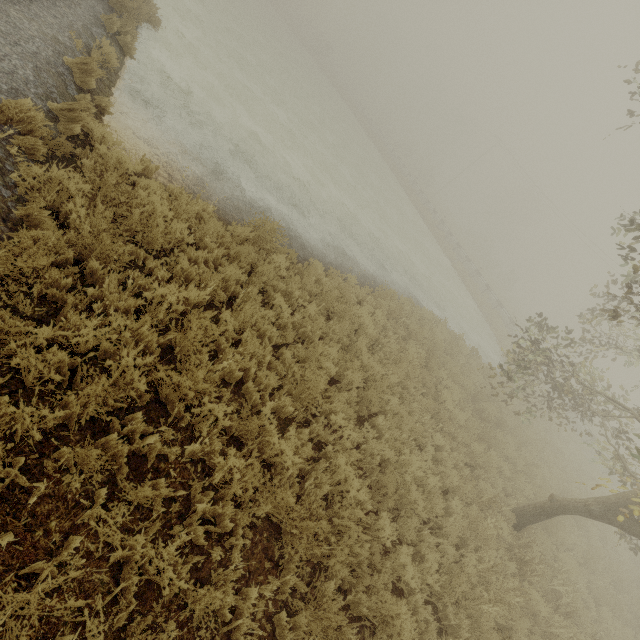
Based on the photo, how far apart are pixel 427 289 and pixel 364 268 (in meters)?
7.01
